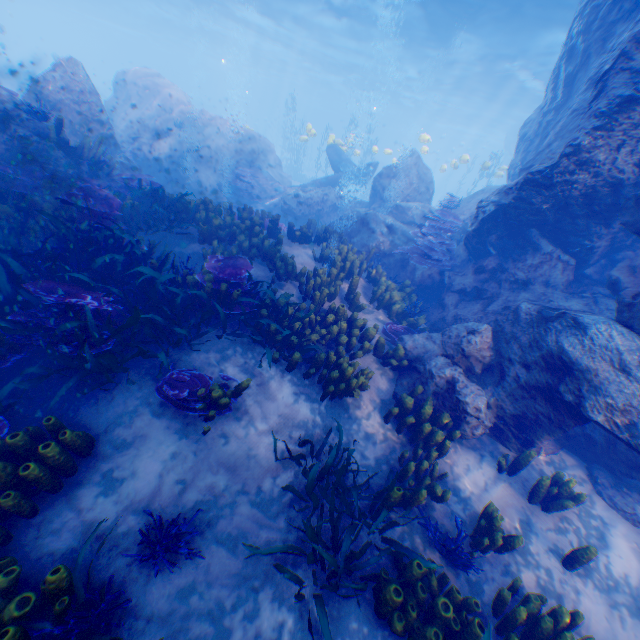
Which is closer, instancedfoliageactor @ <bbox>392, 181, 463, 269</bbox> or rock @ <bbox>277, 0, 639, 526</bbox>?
rock @ <bbox>277, 0, 639, 526</bbox>

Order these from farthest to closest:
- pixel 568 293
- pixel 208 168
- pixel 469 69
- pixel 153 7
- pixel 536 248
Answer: pixel 153 7, pixel 469 69, pixel 208 168, pixel 536 248, pixel 568 293

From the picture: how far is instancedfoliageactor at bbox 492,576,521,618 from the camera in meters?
3.8 m

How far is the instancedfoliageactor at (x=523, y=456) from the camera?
5.4 meters

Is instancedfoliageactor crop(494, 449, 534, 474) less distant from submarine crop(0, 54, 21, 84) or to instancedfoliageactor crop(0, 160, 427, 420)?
instancedfoliageactor crop(0, 160, 427, 420)

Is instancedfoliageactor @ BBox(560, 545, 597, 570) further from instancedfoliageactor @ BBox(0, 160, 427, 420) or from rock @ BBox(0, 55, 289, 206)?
instancedfoliageactor @ BBox(0, 160, 427, 420)

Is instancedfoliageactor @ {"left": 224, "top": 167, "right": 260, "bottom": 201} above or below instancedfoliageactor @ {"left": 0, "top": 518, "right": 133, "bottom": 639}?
above

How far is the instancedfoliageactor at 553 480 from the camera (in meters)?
5.06
